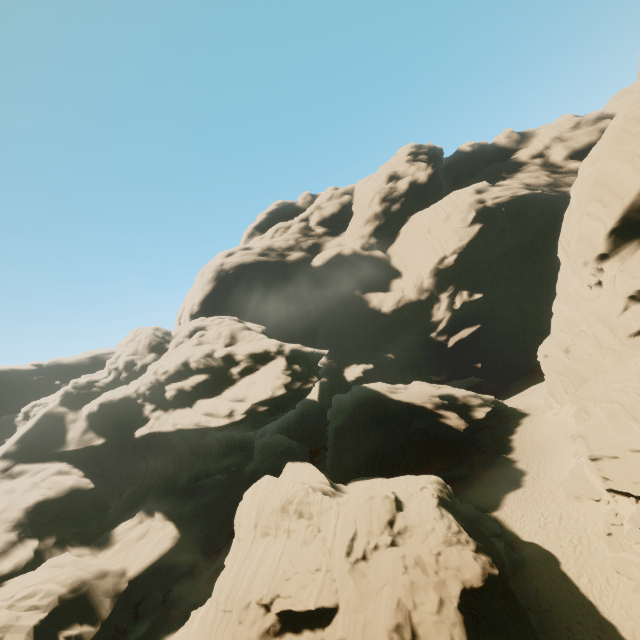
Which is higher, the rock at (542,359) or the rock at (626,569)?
the rock at (542,359)

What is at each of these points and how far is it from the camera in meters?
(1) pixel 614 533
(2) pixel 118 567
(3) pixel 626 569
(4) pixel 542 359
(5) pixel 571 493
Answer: (1) rock, 17.6 m
(2) rock, 25.3 m
(3) rock, 15.7 m
(4) rock, 37.0 m
(5) rock, 21.6 m

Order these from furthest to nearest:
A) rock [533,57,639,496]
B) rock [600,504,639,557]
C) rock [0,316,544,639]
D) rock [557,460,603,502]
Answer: rock [557,460,603,502] < rock [533,57,639,496] < rock [600,504,639,557] < rock [0,316,544,639]

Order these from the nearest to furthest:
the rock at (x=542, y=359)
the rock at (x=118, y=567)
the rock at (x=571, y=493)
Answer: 1. the rock at (x=118, y=567)
2. the rock at (x=542, y=359)
3. the rock at (x=571, y=493)

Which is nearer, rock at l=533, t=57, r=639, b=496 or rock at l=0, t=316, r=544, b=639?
rock at l=0, t=316, r=544, b=639
